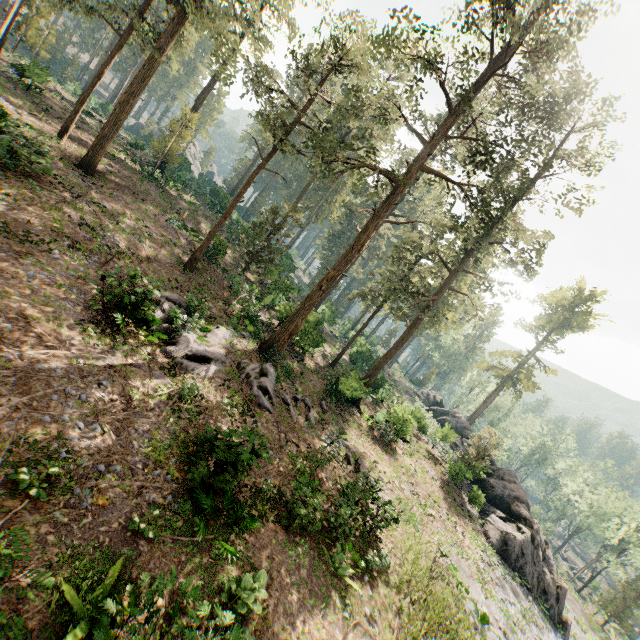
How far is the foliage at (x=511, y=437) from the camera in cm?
2841

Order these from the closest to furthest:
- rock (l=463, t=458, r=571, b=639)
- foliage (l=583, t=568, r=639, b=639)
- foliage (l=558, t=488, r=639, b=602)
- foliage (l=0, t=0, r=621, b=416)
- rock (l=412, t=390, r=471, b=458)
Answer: foliage (l=0, t=0, r=621, b=416) → rock (l=463, t=458, r=571, b=639) → rock (l=412, t=390, r=471, b=458) → foliage (l=583, t=568, r=639, b=639) → foliage (l=558, t=488, r=639, b=602)

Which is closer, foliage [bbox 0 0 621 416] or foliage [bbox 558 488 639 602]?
foliage [bbox 0 0 621 416]

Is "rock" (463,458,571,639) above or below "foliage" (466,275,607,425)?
below

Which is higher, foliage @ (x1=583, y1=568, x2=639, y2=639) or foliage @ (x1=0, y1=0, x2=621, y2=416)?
foliage @ (x1=0, y1=0, x2=621, y2=416)

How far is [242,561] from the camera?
9.31m

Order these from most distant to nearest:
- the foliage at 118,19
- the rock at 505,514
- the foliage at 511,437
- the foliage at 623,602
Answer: the foliage at 623,602
the foliage at 511,437
the rock at 505,514
the foliage at 118,19
